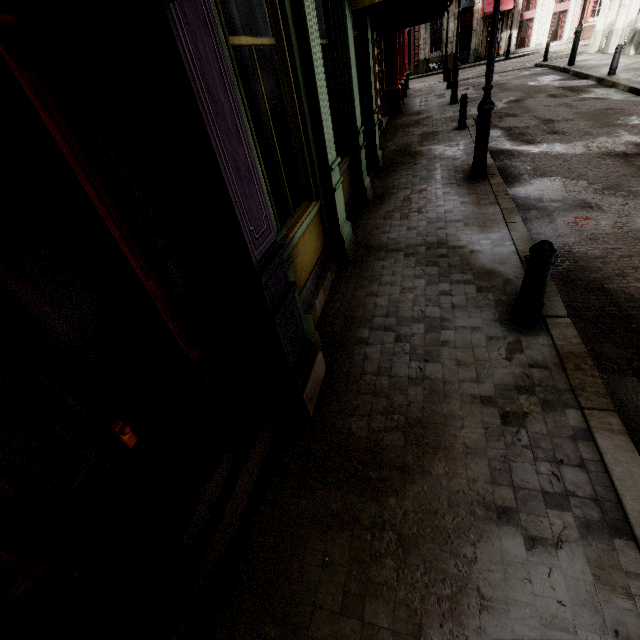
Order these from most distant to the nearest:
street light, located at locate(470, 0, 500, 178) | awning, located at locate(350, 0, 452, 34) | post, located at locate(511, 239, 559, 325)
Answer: awning, located at locate(350, 0, 452, 34)
street light, located at locate(470, 0, 500, 178)
post, located at locate(511, 239, 559, 325)

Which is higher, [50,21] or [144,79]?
[50,21]

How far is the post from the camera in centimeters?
316cm

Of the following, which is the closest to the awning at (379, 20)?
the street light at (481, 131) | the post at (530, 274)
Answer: the street light at (481, 131)

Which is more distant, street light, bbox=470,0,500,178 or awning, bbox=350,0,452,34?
awning, bbox=350,0,452,34

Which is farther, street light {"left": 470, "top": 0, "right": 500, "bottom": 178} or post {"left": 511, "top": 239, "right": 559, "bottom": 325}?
street light {"left": 470, "top": 0, "right": 500, "bottom": 178}

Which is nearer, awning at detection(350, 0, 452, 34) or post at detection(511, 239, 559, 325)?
post at detection(511, 239, 559, 325)
